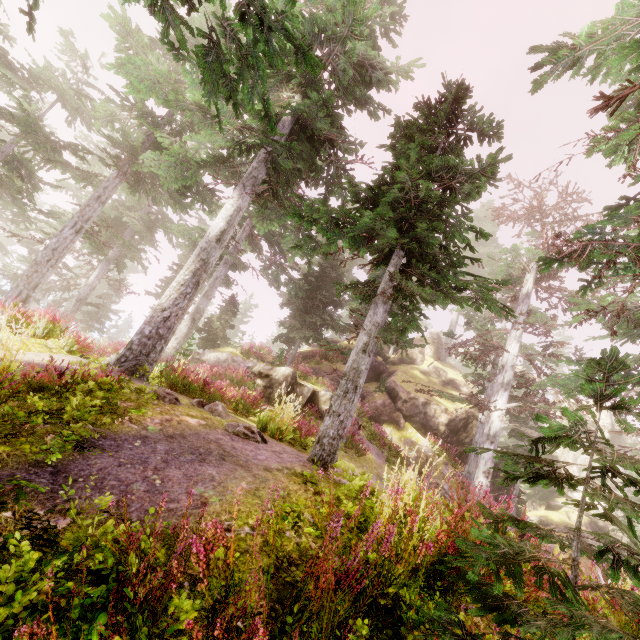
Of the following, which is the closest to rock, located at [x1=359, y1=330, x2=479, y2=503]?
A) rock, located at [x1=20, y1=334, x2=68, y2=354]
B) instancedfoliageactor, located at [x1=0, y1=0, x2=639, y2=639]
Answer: instancedfoliageactor, located at [x1=0, y1=0, x2=639, y2=639]

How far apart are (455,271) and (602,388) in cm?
416

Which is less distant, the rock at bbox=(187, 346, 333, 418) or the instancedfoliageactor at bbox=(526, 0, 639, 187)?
the instancedfoliageactor at bbox=(526, 0, 639, 187)

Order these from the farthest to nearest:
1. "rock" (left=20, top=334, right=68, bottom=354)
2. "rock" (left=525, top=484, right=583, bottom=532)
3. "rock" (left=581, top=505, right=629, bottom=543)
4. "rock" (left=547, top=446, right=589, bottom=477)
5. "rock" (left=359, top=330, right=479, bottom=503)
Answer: "rock" (left=547, top=446, right=589, bottom=477) < "rock" (left=525, top=484, right=583, bottom=532) < "rock" (left=581, top=505, right=629, bottom=543) < "rock" (left=359, top=330, right=479, bottom=503) < "rock" (left=20, top=334, right=68, bottom=354)

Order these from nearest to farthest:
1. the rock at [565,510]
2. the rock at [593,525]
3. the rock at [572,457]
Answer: the rock at [593,525] → the rock at [565,510] → the rock at [572,457]

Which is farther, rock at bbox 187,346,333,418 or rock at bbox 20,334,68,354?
rock at bbox 187,346,333,418

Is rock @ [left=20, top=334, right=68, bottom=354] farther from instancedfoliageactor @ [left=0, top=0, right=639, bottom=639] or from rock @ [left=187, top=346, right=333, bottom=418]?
rock @ [left=187, top=346, right=333, bottom=418]

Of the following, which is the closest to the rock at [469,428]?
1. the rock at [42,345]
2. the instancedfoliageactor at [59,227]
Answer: the instancedfoliageactor at [59,227]
